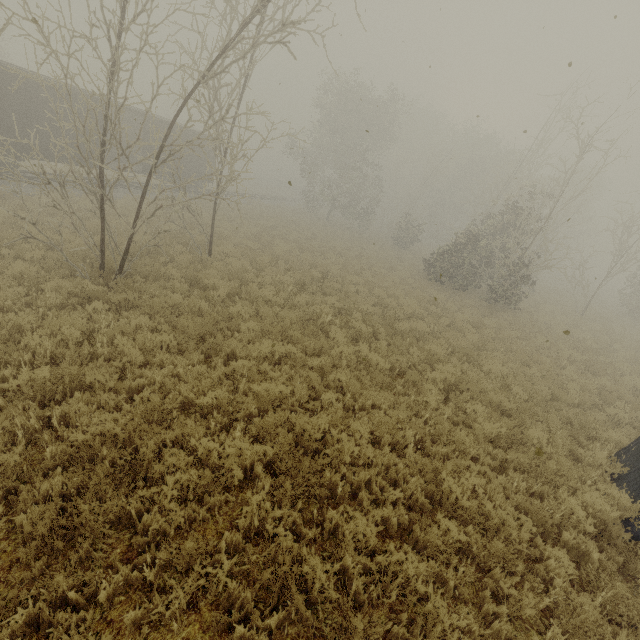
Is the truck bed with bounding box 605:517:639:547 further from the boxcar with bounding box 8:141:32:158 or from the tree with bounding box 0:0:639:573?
the boxcar with bounding box 8:141:32:158

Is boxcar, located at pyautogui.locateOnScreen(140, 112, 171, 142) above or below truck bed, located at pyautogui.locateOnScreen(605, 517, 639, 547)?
above

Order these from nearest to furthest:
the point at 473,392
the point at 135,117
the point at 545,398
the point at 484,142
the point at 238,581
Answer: the point at 238,581, the point at 473,392, the point at 545,398, the point at 135,117, the point at 484,142

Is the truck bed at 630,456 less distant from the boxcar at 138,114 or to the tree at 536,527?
the tree at 536,527

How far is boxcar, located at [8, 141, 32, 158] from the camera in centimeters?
1510cm

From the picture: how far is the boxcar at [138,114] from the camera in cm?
1989
